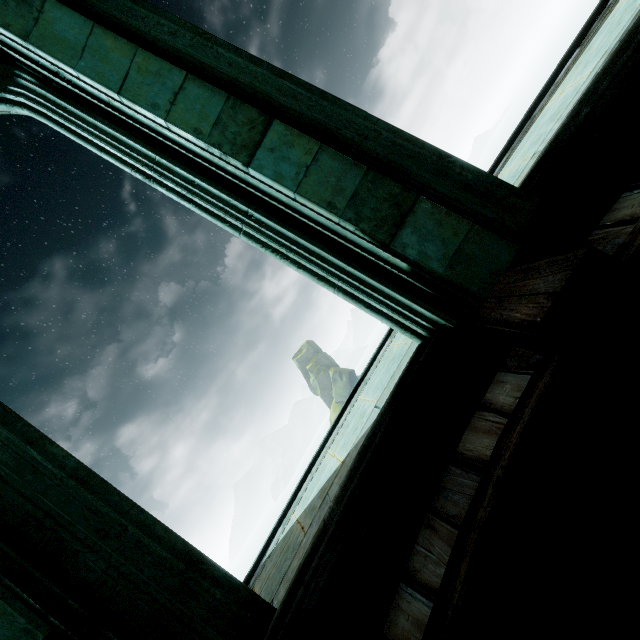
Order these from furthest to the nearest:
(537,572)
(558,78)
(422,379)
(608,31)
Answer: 1. (558,78)
2. (608,31)
3. (422,379)
4. (537,572)
